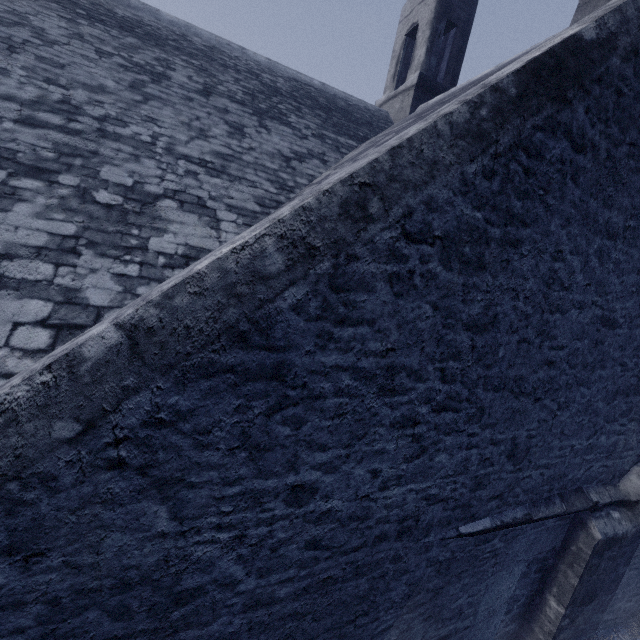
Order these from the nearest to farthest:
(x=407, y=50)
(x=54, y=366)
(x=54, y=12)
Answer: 1. (x=54, y=366)
2. (x=54, y=12)
3. (x=407, y=50)

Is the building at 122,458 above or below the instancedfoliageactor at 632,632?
above

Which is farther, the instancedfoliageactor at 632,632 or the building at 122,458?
the instancedfoliageactor at 632,632

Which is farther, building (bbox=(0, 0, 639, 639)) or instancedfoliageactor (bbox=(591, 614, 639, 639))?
instancedfoliageactor (bbox=(591, 614, 639, 639))

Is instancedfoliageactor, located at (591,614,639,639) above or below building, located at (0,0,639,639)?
below
